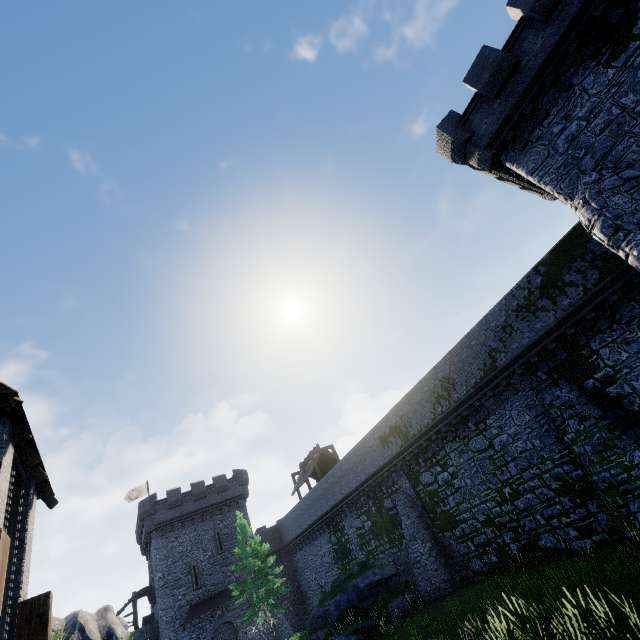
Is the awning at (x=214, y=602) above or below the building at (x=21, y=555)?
below

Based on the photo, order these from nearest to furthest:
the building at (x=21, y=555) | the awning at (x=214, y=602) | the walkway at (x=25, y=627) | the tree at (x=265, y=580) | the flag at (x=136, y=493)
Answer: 1. the walkway at (x=25, y=627)
2. the building at (x=21, y=555)
3. the tree at (x=265, y=580)
4. the awning at (x=214, y=602)
5. the flag at (x=136, y=493)

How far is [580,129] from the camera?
11.3 meters

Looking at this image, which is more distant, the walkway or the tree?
the tree

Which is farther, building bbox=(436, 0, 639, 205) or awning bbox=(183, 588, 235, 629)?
awning bbox=(183, 588, 235, 629)

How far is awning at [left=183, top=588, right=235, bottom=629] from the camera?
29.4m

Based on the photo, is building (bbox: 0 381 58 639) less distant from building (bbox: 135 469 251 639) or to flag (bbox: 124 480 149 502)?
building (bbox: 135 469 251 639)

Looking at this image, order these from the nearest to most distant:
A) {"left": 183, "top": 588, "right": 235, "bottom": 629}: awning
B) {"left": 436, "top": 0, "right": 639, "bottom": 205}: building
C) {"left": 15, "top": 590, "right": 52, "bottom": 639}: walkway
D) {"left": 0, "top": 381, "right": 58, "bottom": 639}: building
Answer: {"left": 15, "top": 590, "right": 52, "bottom": 639}: walkway, {"left": 0, "top": 381, "right": 58, "bottom": 639}: building, {"left": 436, "top": 0, "right": 639, "bottom": 205}: building, {"left": 183, "top": 588, "right": 235, "bottom": 629}: awning
